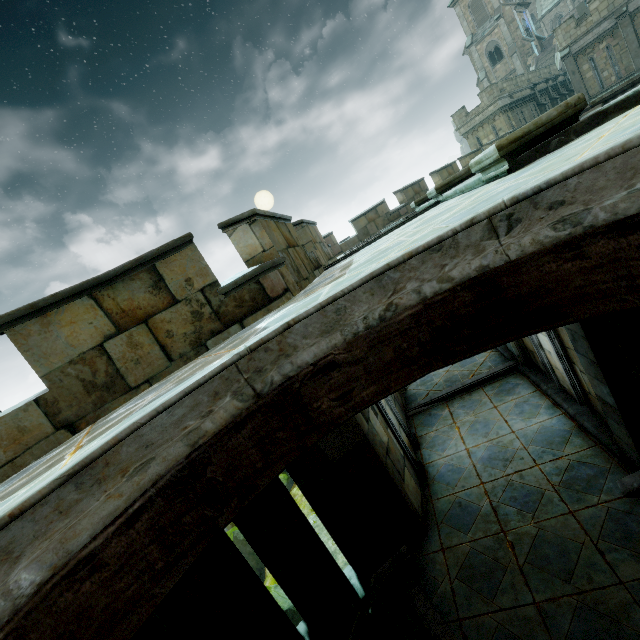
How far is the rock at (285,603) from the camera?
8.61m

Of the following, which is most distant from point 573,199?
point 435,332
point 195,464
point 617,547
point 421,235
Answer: point 617,547

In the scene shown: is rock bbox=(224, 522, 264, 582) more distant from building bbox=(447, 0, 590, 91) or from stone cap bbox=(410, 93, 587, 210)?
building bbox=(447, 0, 590, 91)

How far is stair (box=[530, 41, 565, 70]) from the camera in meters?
37.0

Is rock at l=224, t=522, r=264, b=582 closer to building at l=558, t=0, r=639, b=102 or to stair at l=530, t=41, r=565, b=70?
building at l=558, t=0, r=639, b=102

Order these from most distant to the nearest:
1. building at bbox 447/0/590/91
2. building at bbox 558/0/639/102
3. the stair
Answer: building at bbox 447/0/590/91, the stair, building at bbox 558/0/639/102

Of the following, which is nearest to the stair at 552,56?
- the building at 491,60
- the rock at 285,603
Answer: the building at 491,60

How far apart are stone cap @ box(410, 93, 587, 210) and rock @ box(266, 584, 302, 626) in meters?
10.9
